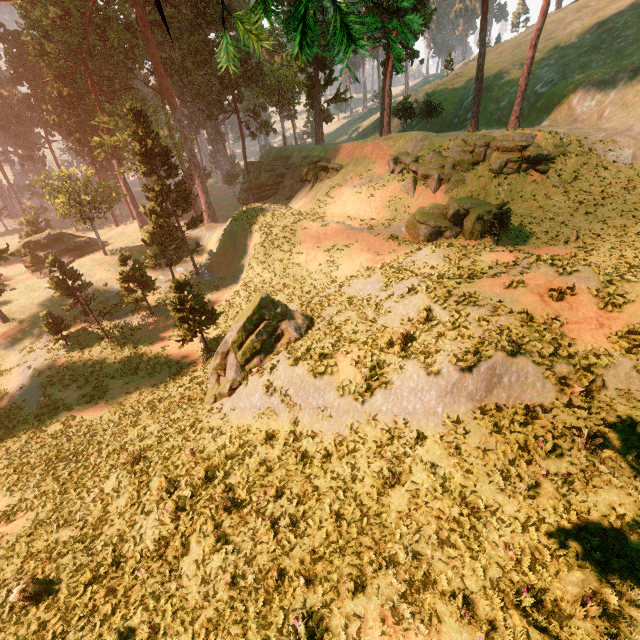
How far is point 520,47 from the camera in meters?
51.6 m

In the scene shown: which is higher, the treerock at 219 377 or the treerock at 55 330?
the treerock at 219 377

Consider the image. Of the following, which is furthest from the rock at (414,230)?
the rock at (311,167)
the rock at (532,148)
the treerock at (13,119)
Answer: the treerock at (13,119)

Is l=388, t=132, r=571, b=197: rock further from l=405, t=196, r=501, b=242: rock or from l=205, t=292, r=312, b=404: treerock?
l=205, t=292, r=312, b=404: treerock

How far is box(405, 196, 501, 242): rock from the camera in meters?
27.7

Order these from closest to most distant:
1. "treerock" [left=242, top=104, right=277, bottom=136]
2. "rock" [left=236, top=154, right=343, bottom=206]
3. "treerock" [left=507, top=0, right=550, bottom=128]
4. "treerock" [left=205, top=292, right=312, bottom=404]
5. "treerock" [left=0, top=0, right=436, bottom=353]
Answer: "treerock" [left=0, top=0, right=436, bottom=353], "treerock" [left=205, top=292, right=312, bottom=404], "treerock" [left=507, top=0, right=550, bottom=128], "rock" [left=236, top=154, right=343, bottom=206], "treerock" [left=242, top=104, right=277, bottom=136]

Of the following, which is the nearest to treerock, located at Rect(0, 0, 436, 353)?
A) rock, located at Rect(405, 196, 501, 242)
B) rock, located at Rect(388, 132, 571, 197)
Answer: rock, located at Rect(388, 132, 571, 197)

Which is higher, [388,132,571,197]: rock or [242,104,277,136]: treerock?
[242,104,277,136]: treerock
